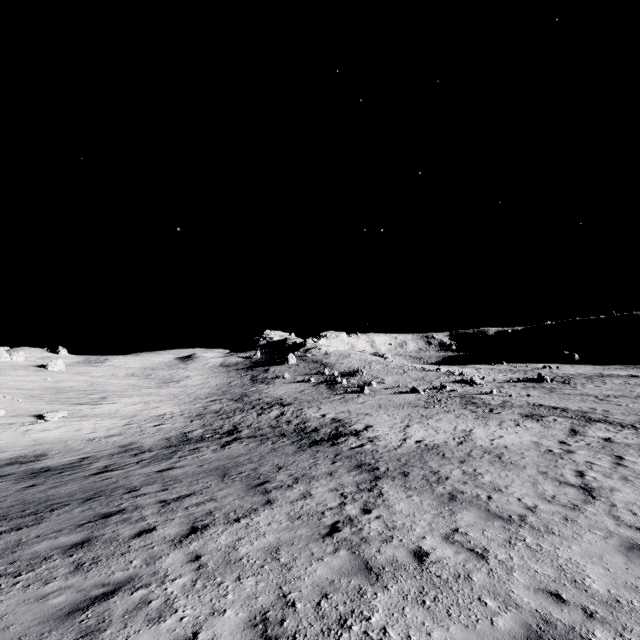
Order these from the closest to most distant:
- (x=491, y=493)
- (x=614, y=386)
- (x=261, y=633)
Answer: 1. (x=261, y=633)
2. (x=491, y=493)
3. (x=614, y=386)
